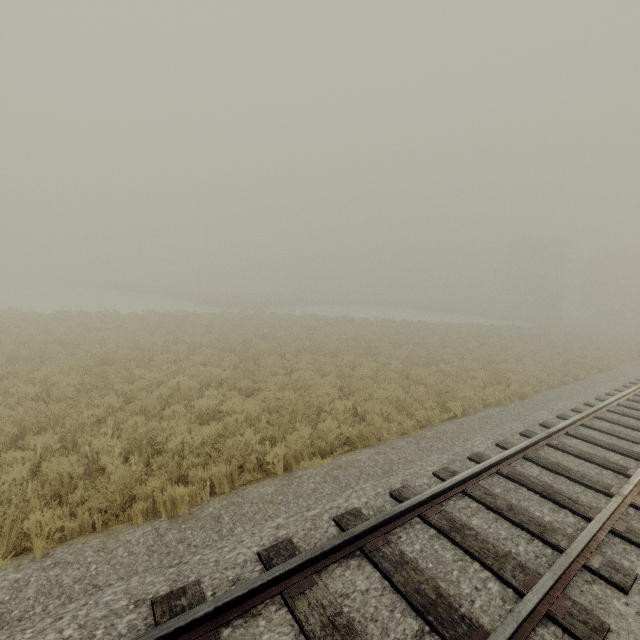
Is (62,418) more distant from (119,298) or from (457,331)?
(119,298)
